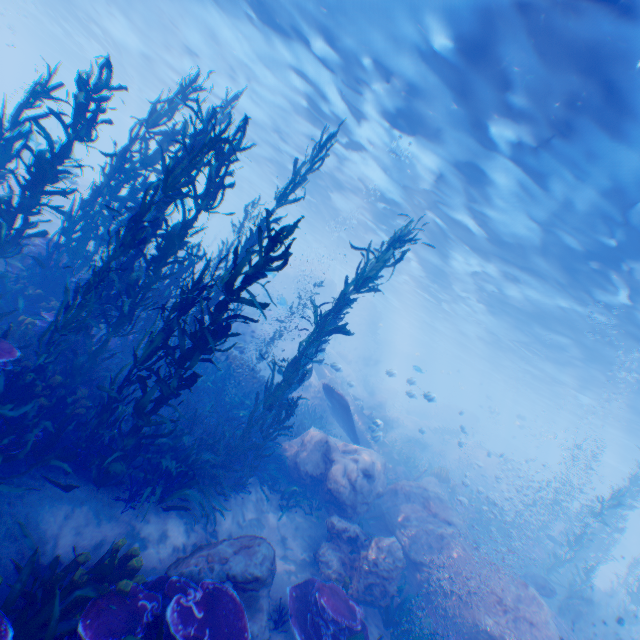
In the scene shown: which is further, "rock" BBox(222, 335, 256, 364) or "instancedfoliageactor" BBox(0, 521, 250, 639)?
"rock" BBox(222, 335, 256, 364)

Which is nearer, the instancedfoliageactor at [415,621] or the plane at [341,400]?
the instancedfoliageactor at [415,621]

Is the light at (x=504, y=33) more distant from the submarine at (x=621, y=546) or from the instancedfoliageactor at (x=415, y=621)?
the instancedfoliageactor at (x=415, y=621)

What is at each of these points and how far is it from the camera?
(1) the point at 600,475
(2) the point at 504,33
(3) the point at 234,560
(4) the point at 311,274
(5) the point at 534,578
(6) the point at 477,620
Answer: (1) submarine, 26.9m
(2) light, 7.7m
(3) rock, 5.7m
(4) rock, 35.6m
(5) eel, 10.2m
(6) rock, 7.8m

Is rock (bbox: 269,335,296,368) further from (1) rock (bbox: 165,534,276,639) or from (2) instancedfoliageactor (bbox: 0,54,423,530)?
(1) rock (bbox: 165,534,276,639)

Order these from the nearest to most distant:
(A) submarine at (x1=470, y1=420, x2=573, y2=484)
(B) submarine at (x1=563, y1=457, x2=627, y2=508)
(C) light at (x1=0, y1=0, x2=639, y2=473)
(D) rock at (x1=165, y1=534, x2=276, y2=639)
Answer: (D) rock at (x1=165, y1=534, x2=276, y2=639), (C) light at (x1=0, y1=0, x2=639, y2=473), (B) submarine at (x1=563, y1=457, x2=627, y2=508), (A) submarine at (x1=470, y1=420, x2=573, y2=484)

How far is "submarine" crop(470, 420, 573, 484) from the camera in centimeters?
4369cm
